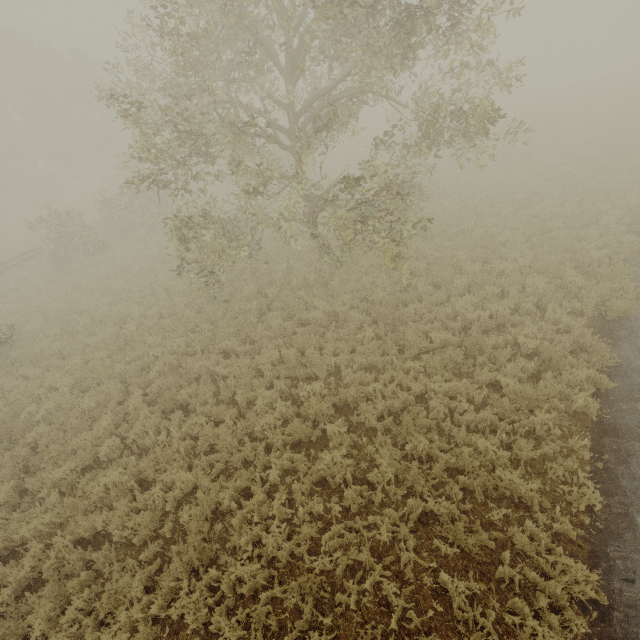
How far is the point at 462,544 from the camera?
5.2 meters
